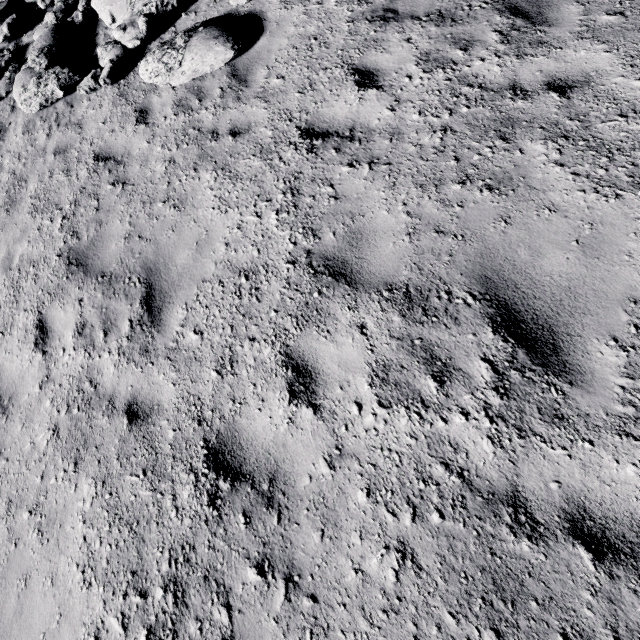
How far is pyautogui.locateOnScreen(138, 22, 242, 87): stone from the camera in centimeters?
548cm

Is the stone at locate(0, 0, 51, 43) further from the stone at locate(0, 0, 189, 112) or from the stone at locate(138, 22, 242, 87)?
the stone at locate(138, 22, 242, 87)

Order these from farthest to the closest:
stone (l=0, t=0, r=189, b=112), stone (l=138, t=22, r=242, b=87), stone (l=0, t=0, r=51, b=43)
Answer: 1. stone (l=0, t=0, r=51, b=43)
2. stone (l=0, t=0, r=189, b=112)
3. stone (l=138, t=22, r=242, b=87)

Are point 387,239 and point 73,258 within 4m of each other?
no

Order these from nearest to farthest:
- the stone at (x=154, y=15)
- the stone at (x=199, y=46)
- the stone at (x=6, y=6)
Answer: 1. the stone at (x=199, y=46)
2. the stone at (x=154, y=15)
3. the stone at (x=6, y=6)

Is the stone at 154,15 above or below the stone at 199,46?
above
